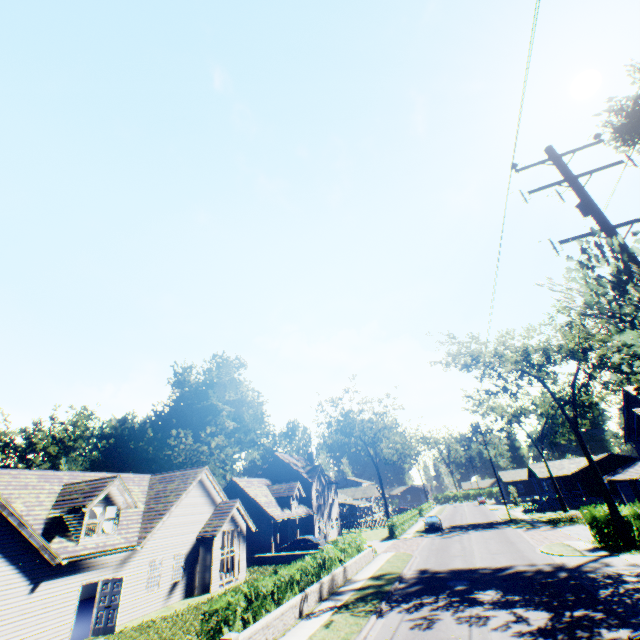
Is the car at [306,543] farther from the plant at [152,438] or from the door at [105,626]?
the plant at [152,438]

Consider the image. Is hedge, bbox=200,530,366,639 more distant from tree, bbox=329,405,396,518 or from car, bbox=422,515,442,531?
car, bbox=422,515,442,531

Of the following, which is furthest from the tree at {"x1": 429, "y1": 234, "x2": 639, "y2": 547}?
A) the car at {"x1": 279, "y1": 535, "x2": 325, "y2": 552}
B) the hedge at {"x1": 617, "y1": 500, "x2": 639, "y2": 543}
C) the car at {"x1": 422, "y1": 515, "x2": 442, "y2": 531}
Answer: the car at {"x1": 279, "y1": 535, "x2": 325, "y2": 552}

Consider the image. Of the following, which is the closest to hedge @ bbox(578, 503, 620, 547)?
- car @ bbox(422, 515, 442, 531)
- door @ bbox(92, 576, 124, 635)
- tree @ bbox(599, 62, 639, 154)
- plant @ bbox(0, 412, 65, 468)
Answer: tree @ bbox(599, 62, 639, 154)

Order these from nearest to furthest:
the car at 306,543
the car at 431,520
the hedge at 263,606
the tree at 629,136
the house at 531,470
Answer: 1. the tree at 629,136
2. the hedge at 263,606
3. the car at 306,543
4. the car at 431,520
5. the house at 531,470

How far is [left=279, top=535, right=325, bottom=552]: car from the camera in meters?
31.8

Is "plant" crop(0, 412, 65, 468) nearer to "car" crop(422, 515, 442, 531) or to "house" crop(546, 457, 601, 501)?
"car" crop(422, 515, 442, 531)

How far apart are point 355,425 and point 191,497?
40.5m
